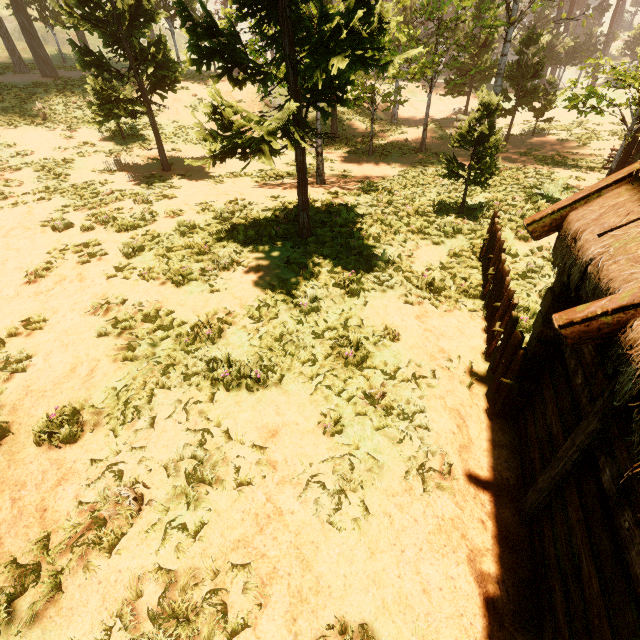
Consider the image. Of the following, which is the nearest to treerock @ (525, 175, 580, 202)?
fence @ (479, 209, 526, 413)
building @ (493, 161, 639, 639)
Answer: building @ (493, 161, 639, 639)

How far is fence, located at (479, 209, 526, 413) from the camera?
4.8m

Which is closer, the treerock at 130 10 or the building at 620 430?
the building at 620 430

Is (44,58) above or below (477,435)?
above

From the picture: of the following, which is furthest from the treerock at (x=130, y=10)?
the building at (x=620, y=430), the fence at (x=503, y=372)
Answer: the fence at (x=503, y=372)

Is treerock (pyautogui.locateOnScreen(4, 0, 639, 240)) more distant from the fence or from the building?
the fence
